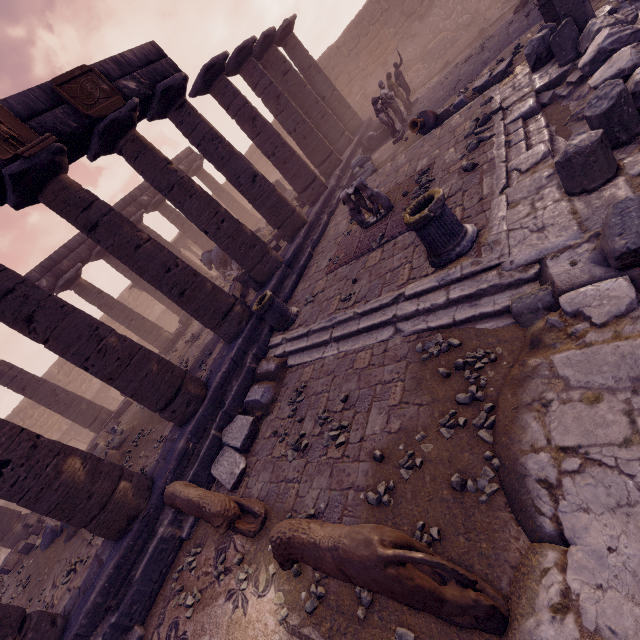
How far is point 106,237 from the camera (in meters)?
7.02

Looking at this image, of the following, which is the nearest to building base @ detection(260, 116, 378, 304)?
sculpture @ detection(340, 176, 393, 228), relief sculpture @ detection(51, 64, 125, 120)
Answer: sculpture @ detection(340, 176, 393, 228)

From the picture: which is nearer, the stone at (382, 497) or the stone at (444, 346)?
the stone at (382, 497)

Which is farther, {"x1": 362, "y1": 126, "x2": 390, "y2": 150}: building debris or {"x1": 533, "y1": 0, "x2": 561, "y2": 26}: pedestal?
{"x1": 362, "y1": 126, "x2": 390, "y2": 150}: building debris

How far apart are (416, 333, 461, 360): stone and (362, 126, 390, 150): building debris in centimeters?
1281cm

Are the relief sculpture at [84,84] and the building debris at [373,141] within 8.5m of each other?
no

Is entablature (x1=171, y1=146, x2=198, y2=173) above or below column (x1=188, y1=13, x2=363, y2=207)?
above

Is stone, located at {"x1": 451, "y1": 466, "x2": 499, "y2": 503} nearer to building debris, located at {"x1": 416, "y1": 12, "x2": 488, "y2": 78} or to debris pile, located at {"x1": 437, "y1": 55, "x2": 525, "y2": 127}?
debris pile, located at {"x1": 437, "y1": 55, "x2": 525, "y2": 127}
